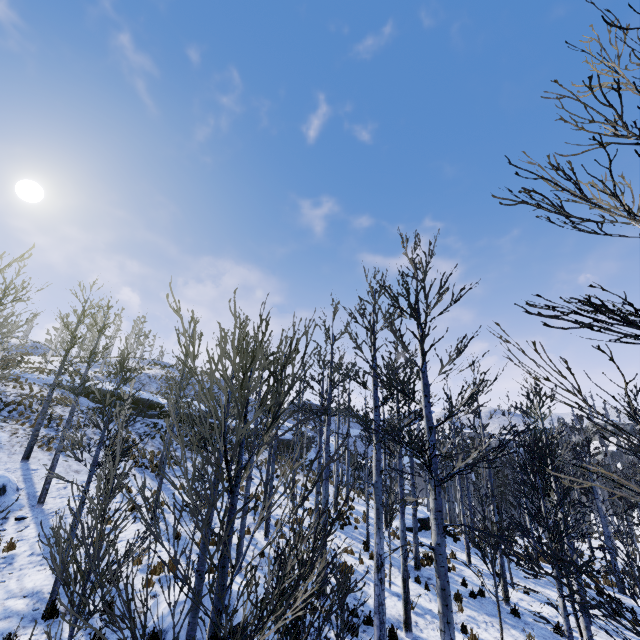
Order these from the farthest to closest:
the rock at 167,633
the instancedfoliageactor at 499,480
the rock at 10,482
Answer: the rock at 10,482 < the rock at 167,633 < the instancedfoliageactor at 499,480

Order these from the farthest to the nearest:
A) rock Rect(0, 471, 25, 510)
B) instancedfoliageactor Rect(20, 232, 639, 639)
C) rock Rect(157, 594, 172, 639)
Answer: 1. rock Rect(0, 471, 25, 510)
2. rock Rect(157, 594, 172, 639)
3. instancedfoliageactor Rect(20, 232, 639, 639)

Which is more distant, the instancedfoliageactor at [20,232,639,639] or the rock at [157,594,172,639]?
the rock at [157,594,172,639]

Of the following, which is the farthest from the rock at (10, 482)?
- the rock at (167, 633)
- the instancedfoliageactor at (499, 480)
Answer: the instancedfoliageactor at (499, 480)

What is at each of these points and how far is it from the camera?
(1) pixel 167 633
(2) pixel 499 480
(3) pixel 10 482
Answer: (1) rock, 7.7 meters
(2) instancedfoliageactor, 28.1 meters
(3) rock, 13.1 meters

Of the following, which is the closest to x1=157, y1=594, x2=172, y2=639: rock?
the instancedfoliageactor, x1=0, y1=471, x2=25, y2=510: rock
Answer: x1=0, y1=471, x2=25, y2=510: rock

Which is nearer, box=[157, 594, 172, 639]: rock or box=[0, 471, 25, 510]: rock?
box=[157, 594, 172, 639]: rock

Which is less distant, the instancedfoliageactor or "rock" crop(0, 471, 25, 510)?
the instancedfoliageactor
